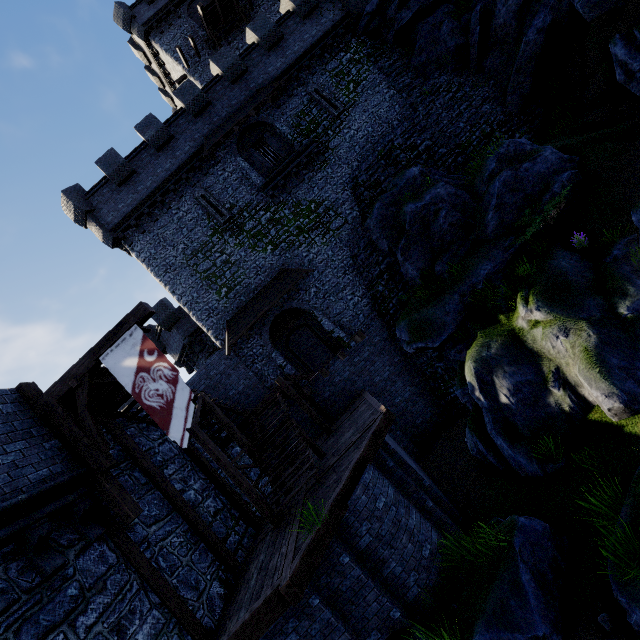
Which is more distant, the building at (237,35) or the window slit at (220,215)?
the building at (237,35)

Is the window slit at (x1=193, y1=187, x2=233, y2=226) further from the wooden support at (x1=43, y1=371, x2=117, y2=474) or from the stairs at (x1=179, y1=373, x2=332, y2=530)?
the wooden support at (x1=43, y1=371, x2=117, y2=474)

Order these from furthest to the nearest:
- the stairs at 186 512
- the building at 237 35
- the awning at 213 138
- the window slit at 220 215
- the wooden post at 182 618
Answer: the building at 237 35 < the window slit at 220 215 < the awning at 213 138 < the stairs at 186 512 < the wooden post at 182 618

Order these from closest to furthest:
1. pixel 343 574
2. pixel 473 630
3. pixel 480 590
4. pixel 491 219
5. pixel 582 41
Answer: pixel 473 630 < pixel 480 590 < pixel 343 574 < pixel 491 219 < pixel 582 41

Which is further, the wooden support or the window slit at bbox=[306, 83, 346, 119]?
the window slit at bbox=[306, 83, 346, 119]

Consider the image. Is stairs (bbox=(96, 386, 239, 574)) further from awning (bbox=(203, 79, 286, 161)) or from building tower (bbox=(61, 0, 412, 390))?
awning (bbox=(203, 79, 286, 161))

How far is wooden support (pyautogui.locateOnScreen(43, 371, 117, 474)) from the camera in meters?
7.0 m

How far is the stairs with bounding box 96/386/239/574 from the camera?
8.8 meters
